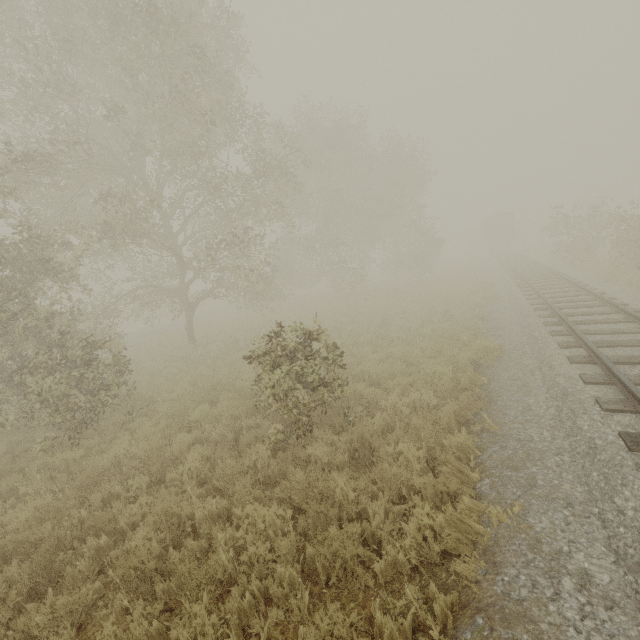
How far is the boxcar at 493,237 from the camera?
40.91m

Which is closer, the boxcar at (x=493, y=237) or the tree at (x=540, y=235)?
the tree at (x=540, y=235)

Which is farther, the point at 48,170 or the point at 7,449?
the point at 48,170

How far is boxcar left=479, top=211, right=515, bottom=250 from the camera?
40.9m

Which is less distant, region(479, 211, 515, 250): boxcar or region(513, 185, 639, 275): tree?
region(513, 185, 639, 275): tree
